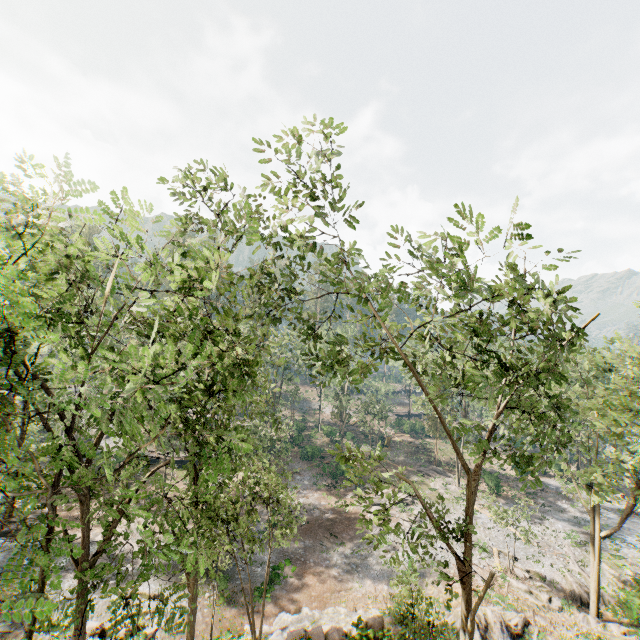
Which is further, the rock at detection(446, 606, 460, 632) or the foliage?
the rock at detection(446, 606, 460, 632)

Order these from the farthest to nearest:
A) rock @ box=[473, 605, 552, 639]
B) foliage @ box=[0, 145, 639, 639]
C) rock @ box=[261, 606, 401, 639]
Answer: rock @ box=[473, 605, 552, 639] < rock @ box=[261, 606, 401, 639] < foliage @ box=[0, 145, 639, 639]

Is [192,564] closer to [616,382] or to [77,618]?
[77,618]

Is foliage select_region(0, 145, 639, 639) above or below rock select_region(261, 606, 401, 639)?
above

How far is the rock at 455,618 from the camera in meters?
18.0 m

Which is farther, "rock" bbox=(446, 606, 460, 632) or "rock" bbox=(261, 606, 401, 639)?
"rock" bbox=(446, 606, 460, 632)

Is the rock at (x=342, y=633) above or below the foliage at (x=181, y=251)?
below

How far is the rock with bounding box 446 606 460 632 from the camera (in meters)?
18.02
